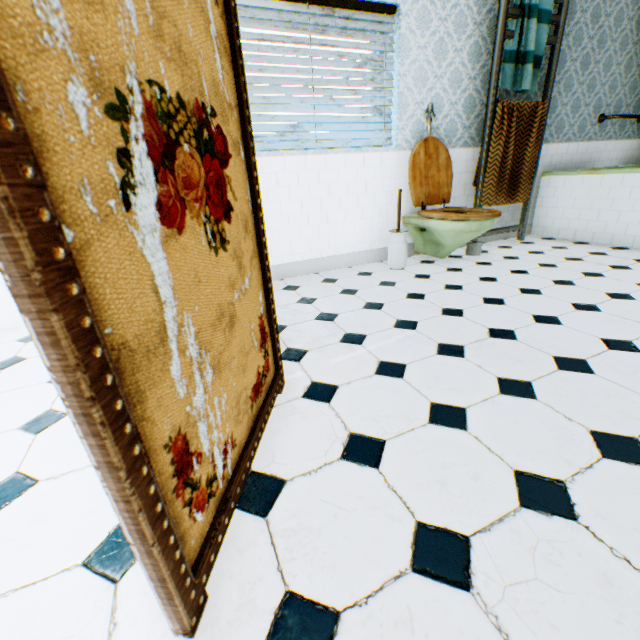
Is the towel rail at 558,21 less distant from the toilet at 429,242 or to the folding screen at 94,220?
the toilet at 429,242

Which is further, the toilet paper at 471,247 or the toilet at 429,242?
the toilet paper at 471,247

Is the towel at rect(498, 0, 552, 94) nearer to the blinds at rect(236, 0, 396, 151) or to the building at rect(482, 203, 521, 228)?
the building at rect(482, 203, 521, 228)

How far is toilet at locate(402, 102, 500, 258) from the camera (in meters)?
3.03

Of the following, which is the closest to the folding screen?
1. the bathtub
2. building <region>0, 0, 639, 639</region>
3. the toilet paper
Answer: building <region>0, 0, 639, 639</region>

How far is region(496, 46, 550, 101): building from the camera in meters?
3.7 m

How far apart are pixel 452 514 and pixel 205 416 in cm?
79

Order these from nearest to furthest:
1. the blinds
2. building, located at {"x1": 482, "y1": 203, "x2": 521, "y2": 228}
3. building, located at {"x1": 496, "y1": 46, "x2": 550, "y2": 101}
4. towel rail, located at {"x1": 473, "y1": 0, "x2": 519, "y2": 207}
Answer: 1. the blinds
2. towel rail, located at {"x1": 473, "y1": 0, "x2": 519, "y2": 207}
3. building, located at {"x1": 496, "y1": 46, "x2": 550, "y2": 101}
4. building, located at {"x1": 482, "y1": 203, "x2": 521, "y2": 228}
